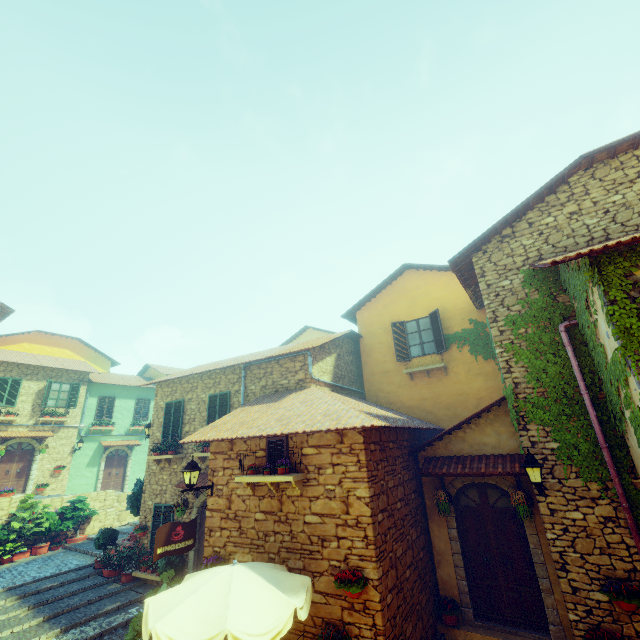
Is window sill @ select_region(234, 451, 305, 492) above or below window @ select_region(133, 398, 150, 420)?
below

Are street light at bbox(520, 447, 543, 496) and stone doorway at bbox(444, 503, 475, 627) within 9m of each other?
yes

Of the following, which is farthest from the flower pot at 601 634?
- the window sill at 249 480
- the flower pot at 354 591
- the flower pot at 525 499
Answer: the window sill at 249 480

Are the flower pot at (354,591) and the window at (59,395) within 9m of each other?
no

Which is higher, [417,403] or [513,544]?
[417,403]

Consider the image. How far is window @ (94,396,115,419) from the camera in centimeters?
2245cm

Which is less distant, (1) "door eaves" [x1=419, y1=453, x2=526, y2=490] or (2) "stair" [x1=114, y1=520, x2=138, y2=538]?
(1) "door eaves" [x1=419, y1=453, x2=526, y2=490]

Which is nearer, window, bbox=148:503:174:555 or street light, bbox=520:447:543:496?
street light, bbox=520:447:543:496
